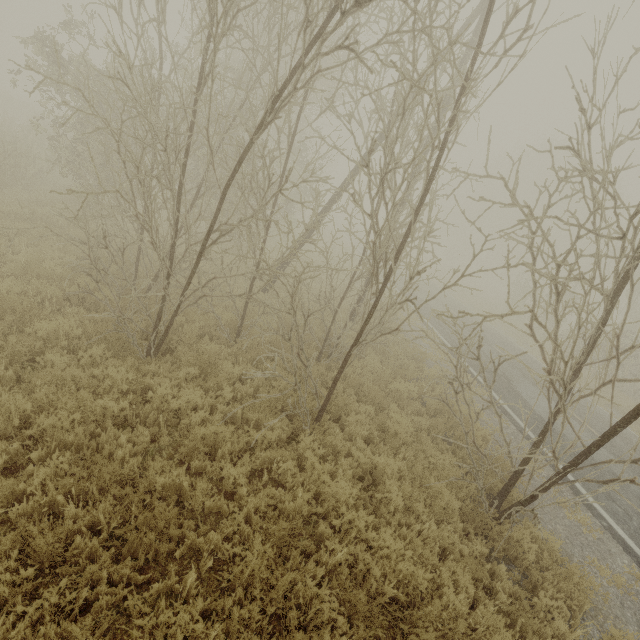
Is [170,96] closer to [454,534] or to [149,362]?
[149,362]

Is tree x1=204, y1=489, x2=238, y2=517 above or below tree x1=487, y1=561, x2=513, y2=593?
below

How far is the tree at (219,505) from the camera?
Result: 4.4 meters

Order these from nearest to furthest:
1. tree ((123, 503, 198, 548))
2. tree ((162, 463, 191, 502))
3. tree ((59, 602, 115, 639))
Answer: tree ((59, 602, 115, 639)), tree ((123, 503, 198, 548)), tree ((162, 463, 191, 502))

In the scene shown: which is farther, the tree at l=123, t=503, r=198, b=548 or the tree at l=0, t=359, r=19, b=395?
the tree at l=0, t=359, r=19, b=395
